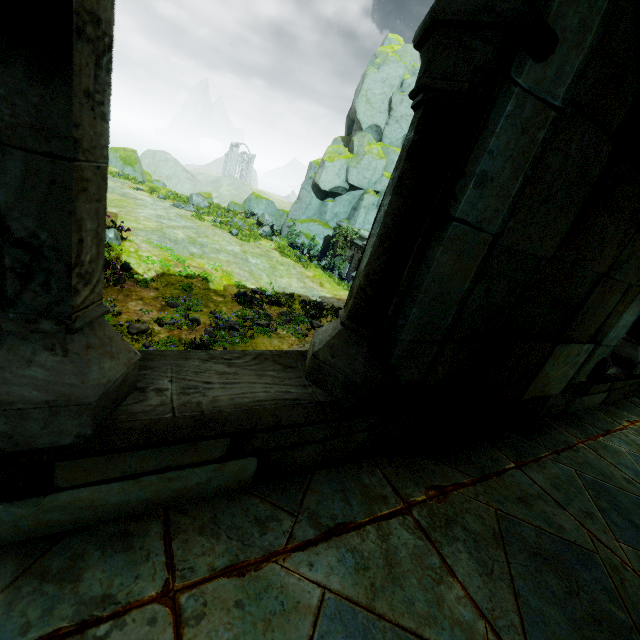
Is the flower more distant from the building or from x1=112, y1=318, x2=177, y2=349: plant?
the building

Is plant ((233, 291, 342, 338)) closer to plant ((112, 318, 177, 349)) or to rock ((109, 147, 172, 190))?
plant ((112, 318, 177, 349))

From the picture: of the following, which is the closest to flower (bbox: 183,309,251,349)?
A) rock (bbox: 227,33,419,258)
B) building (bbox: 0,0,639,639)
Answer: building (bbox: 0,0,639,639)

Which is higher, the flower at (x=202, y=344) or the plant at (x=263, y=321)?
the flower at (x=202, y=344)

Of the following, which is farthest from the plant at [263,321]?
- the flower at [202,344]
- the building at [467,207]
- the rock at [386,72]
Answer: the rock at [386,72]

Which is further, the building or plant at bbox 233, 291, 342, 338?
plant at bbox 233, 291, 342, 338

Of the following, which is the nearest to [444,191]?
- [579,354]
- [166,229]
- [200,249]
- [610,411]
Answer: [579,354]

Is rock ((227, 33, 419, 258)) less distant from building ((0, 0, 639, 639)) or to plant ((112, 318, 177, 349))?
building ((0, 0, 639, 639))
